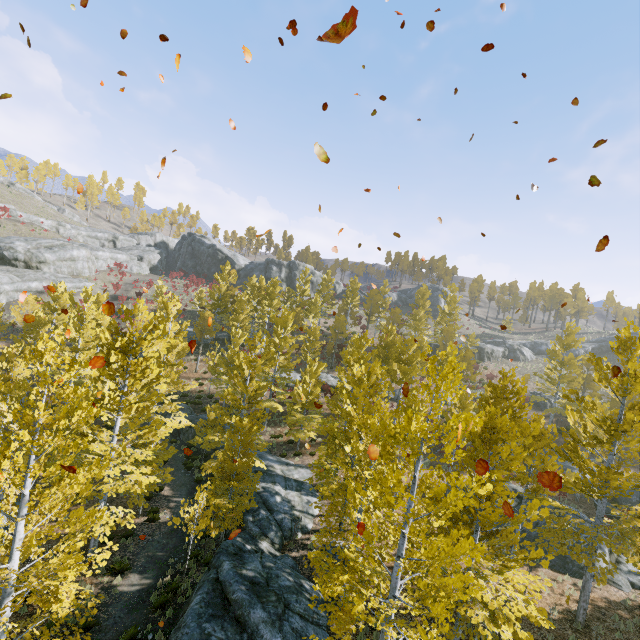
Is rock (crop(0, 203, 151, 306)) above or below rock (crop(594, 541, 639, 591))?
above

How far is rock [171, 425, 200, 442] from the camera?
27.2m

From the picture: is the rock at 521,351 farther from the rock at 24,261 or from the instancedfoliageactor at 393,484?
the rock at 24,261

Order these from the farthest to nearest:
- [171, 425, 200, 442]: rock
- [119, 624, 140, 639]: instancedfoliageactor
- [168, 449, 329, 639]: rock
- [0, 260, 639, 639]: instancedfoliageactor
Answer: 1. [171, 425, 200, 442]: rock
2. [119, 624, 140, 639]: instancedfoliageactor
3. [168, 449, 329, 639]: rock
4. [0, 260, 639, 639]: instancedfoliageactor

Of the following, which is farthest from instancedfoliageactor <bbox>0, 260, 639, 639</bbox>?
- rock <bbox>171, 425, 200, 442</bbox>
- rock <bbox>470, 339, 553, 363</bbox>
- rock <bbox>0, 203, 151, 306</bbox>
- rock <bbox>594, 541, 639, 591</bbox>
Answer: rock <bbox>0, 203, 151, 306</bbox>

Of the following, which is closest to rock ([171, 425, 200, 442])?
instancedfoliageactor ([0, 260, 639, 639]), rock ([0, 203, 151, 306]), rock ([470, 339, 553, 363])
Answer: instancedfoliageactor ([0, 260, 639, 639])

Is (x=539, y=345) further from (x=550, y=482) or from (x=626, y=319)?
(x=550, y=482)

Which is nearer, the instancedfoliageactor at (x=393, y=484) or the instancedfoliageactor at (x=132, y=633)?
the instancedfoliageactor at (x=393, y=484)
